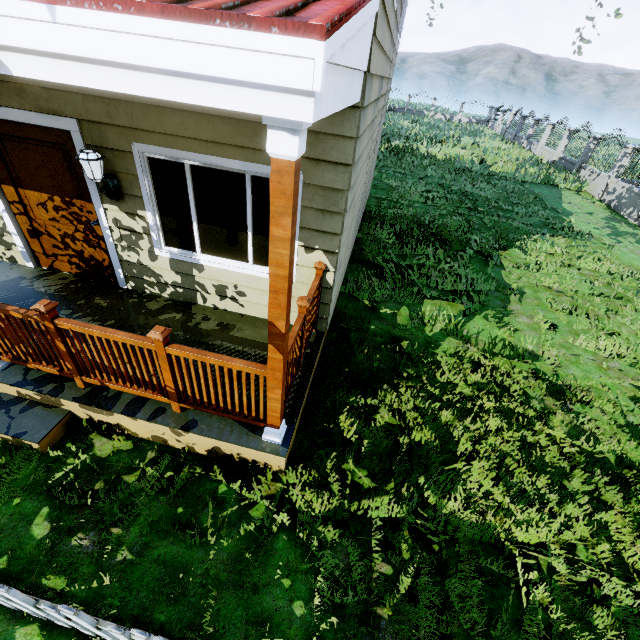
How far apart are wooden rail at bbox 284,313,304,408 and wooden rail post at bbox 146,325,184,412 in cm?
100

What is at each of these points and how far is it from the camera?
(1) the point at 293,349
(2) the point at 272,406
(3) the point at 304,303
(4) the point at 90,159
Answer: (1) wooden rail, 3.3m
(2) wooden, 2.9m
(3) wooden rail post, 3.3m
(4) outdoor light, 3.5m

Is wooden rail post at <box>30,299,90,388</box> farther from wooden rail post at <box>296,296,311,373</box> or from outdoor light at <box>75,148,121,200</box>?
wooden rail post at <box>296,296,311,373</box>

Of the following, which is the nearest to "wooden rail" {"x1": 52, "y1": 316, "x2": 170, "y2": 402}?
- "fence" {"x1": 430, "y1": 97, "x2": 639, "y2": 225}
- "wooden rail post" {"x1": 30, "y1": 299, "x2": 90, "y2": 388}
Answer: "wooden rail post" {"x1": 30, "y1": 299, "x2": 90, "y2": 388}

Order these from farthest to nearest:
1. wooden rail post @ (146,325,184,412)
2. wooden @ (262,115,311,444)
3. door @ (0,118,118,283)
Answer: door @ (0,118,118,283)
wooden rail post @ (146,325,184,412)
wooden @ (262,115,311,444)

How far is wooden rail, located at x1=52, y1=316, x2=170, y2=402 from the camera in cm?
285

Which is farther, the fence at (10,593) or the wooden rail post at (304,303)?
the wooden rail post at (304,303)

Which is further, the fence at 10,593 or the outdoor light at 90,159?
the outdoor light at 90,159
